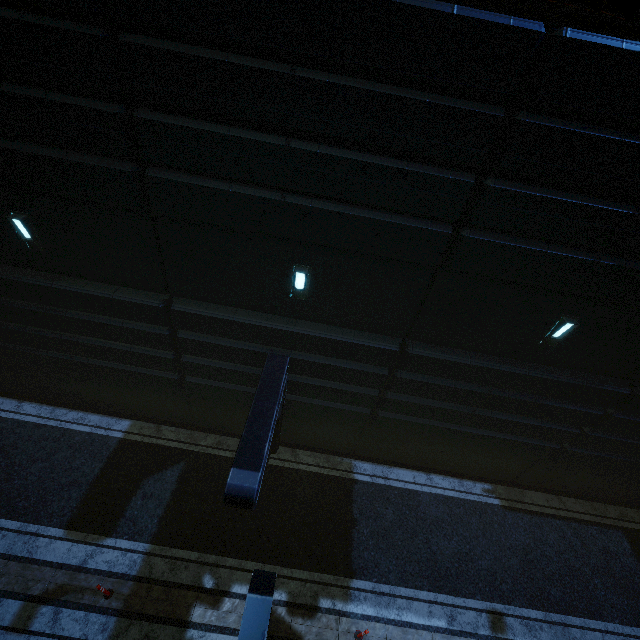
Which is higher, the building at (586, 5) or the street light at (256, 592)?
the building at (586, 5)

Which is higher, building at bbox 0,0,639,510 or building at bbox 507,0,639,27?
building at bbox 507,0,639,27

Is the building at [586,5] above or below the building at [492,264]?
above

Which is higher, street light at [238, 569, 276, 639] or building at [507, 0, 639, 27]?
building at [507, 0, 639, 27]

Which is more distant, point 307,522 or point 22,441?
point 22,441
